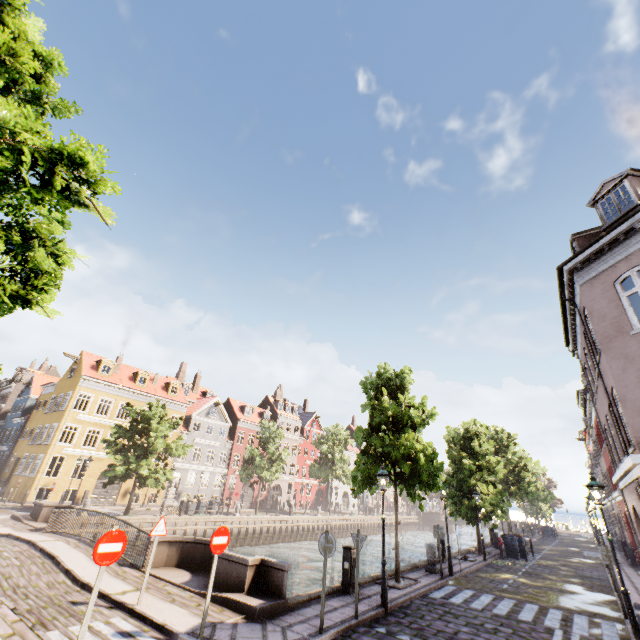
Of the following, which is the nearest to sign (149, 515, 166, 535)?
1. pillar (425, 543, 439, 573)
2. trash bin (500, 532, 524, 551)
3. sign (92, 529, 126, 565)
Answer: sign (92, 529, 126, 565)

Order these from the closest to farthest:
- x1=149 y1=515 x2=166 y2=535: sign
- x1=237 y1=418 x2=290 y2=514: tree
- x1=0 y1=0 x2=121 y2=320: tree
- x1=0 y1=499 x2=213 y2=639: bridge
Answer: x1=0 y1=0 x2=121 y2=320: tree < x1=0 y1=499 x2=213 y2=639: bridge < x1=149 y1=515 x2=166 y2=535: sign < x1=237 y1=418 x2=290 y2=514: tree

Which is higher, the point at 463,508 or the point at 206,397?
the point at 206,397

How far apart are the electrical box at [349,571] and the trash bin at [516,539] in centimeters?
1771cm

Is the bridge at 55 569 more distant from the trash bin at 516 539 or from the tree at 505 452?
the trash bin at 516 539

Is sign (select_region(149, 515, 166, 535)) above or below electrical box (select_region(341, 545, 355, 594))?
above

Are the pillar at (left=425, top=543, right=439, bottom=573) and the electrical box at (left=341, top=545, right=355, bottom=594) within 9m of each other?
yes

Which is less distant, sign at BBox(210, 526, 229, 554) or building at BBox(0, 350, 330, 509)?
sign at BBox(210, 526, 229, 554)
